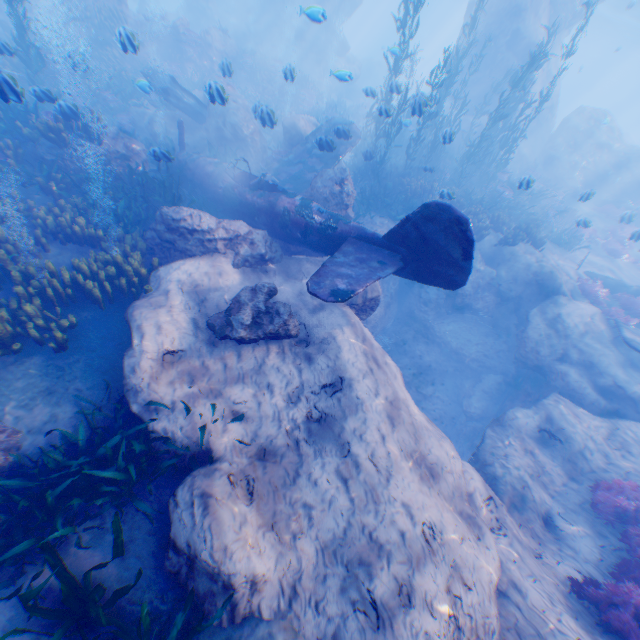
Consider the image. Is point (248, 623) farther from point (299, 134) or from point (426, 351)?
point (299, 134)

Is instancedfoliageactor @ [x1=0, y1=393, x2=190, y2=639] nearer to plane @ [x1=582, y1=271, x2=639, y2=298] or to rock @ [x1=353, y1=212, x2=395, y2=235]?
rock @ [x1=353, y1=212, x2=395, y2=235]

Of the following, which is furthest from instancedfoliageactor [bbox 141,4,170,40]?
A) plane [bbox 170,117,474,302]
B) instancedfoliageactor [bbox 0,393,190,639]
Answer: instancedfoliageactor [bbox 0,393,190,639]

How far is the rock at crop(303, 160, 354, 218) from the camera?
10.0m

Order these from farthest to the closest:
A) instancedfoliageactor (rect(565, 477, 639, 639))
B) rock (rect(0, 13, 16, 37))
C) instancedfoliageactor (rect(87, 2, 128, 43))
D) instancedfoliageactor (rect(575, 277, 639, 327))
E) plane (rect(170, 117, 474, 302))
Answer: instancedfoliageactor (rect(87, 2, 128, 43)) → rock (rect(0, 13, 16, 37)) → instancedfoliageactor (rect(575, 277, 639, 327)) → plane (rect(170, 117, 474, 302)) → instancedfoliageactor (rect(565, 477, 639, 639))

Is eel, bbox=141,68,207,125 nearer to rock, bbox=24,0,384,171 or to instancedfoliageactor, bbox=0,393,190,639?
rock, bbox=24,0,384,171

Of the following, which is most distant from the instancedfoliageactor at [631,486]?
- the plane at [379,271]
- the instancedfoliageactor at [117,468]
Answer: the instancedfoliageactor at [117,468]

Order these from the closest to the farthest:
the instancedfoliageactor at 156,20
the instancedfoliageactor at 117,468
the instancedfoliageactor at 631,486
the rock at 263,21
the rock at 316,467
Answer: the instancedfoliageactor at 117,468 < the rock at 316,467 < the instancedfoliageactor at 631,486 < the rock at 263,21 < the instancedfoliageactor at 156,20
